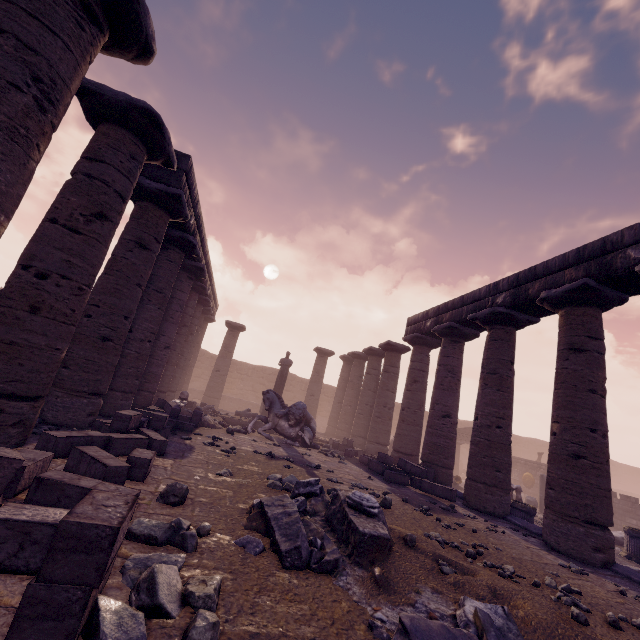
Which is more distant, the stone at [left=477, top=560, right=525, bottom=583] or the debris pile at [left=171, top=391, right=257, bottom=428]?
the debris pile at [left=171, top=391, right=257, bottom=428]

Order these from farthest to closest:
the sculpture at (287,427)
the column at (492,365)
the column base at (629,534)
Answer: the sculpture at (287,427) → the column base at (629,534) → the column at (492,365)

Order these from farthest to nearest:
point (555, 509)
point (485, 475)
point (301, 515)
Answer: point (485, 475) < point (555, 509) < point (301, 515)

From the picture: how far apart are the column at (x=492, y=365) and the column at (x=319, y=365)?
12.2 meters

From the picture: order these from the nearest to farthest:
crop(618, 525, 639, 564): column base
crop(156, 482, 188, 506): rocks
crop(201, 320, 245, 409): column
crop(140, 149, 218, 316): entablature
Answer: crop(156, 482, 188, 506): rocks → crop(140, 149, 218, 316): entablature → crop(618, 525, 639, 564): column base → crop(201, 320, 245, 409): column

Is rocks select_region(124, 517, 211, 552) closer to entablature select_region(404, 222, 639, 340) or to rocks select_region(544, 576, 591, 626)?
rocks select_region(544, 576, 591, 626)

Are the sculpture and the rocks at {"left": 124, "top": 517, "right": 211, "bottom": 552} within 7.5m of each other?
no

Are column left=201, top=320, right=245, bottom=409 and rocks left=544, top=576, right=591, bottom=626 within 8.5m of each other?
no
